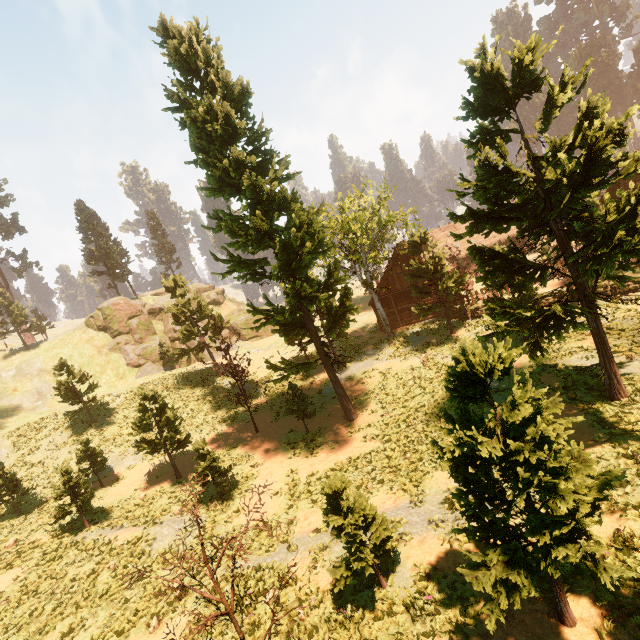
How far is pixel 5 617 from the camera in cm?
1191

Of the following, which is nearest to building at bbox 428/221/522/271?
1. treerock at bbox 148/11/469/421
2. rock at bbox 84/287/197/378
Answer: treerock at bbox 148/11/469/421

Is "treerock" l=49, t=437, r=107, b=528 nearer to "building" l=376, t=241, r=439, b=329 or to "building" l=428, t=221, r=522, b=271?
"building" l=428, t=221, r=522, b=271

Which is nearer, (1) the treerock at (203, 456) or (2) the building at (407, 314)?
(1) the treerock at (203, 456)

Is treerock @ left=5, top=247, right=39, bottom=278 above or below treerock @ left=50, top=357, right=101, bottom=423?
above

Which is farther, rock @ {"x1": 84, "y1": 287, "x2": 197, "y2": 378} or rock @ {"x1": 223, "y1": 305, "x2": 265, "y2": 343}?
rock @ {"x1": 223, "y1": 305, "x2": 265, "y2": 343}

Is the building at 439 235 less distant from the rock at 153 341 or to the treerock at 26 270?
the treerock at 26 270

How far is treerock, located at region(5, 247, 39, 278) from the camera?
50.56m
